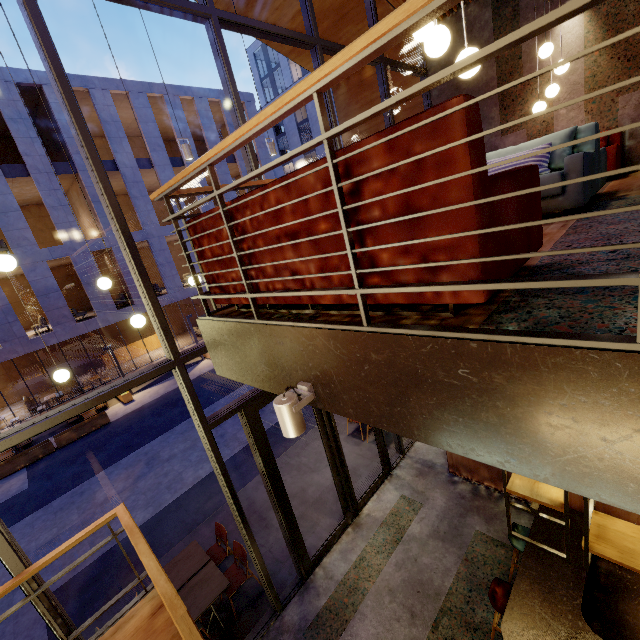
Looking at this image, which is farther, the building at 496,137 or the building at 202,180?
the building at 202,180

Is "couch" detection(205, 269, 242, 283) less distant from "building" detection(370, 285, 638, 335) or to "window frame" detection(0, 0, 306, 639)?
"building" detection(370, 285, 638, 335)

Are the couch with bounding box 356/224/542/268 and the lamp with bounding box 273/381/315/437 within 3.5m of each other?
yes

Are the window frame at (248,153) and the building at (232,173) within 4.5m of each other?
no

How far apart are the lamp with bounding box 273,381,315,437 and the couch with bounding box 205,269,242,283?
0.5m

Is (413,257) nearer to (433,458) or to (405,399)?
(405,399)

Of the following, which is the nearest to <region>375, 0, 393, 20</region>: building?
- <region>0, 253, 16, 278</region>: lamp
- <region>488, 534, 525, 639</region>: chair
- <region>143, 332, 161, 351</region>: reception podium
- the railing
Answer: <region>0, 253, 16, 278</region>: lamp

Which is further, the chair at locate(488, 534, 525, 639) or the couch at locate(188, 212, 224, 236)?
the chair at locate(488, 534, 525, 639)
